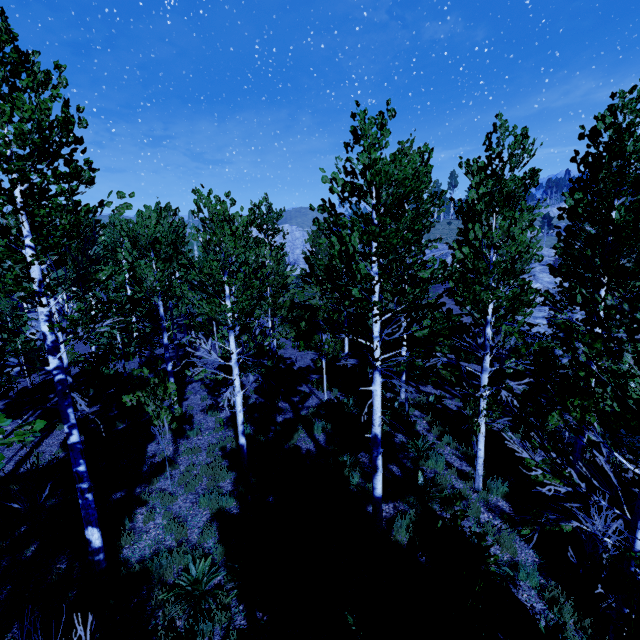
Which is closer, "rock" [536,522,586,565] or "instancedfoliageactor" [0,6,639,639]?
"instancedfoliageactor" [0,6,639,639]

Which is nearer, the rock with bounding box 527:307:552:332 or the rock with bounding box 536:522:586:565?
the rock with bounding box 536:522:586:565

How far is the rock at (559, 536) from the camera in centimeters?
636cm

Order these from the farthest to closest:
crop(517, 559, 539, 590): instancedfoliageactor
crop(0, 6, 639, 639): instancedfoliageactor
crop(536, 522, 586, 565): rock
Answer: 1. crop(536, 522, 586, 565): rock
2. crop(517, 559, 539, 590): instancedfoliageactor
3. crop(0, 6, 639, 639): instancedfoliageactor

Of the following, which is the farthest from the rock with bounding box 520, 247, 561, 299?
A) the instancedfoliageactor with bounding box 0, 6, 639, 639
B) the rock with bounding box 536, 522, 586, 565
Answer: the rock with bounding box 536, 522, 586, 565

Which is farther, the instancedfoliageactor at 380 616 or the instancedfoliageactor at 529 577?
the instancedfoliageactor at 529 577

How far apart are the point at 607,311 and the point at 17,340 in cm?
2622
